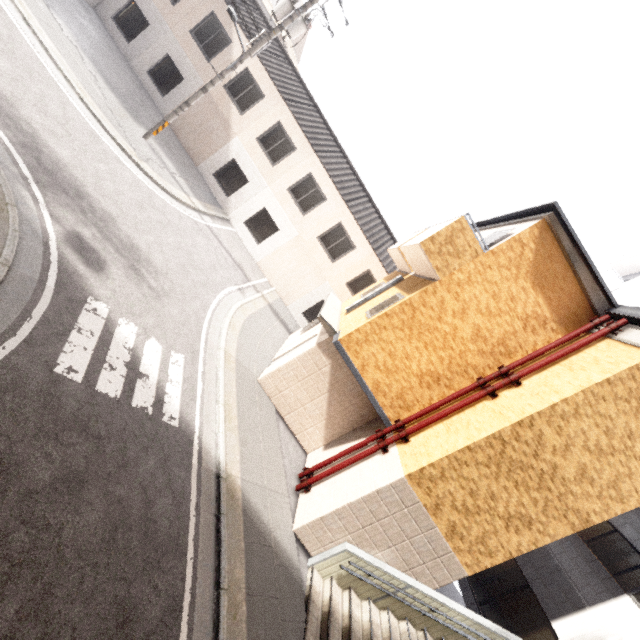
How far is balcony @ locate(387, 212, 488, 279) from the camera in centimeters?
792cm

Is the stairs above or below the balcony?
below

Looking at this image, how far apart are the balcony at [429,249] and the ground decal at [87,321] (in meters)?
6.40

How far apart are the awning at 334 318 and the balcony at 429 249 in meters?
2.9

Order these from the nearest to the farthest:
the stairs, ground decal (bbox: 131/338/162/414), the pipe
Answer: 1. ground decal (bbox: 131/338/162/414)
2. the stairs
3. the pipe

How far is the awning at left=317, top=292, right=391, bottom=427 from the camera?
8.8 meters

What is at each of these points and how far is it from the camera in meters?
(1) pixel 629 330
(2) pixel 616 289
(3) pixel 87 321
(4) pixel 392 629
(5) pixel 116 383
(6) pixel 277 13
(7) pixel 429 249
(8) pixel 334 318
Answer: (1) awning, 7.1 m
(2) building, 19.4 m
(3) ground decal, 5.8 m
(4) stairs, 7.2 m
(5) ground decal, 5.6 m
(6) utility pole, 11.3 m
(7) balcony, 8.1 m
(8) awning, 10.9 m

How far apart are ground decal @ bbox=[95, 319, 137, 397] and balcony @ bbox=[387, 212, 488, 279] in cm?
640
